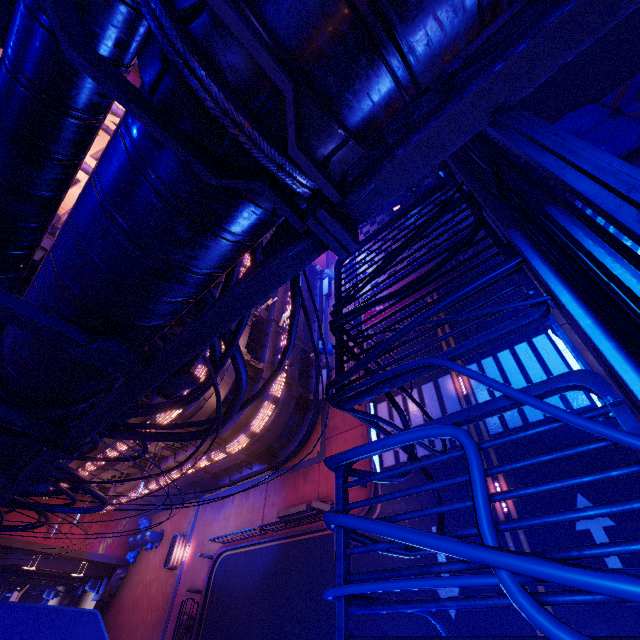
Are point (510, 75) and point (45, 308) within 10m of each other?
yes

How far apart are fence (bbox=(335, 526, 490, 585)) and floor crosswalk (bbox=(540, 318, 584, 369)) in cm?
1322

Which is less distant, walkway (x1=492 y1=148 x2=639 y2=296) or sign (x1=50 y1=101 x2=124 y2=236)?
walkway (x1=492 y1=148 x2=639 y2=296)

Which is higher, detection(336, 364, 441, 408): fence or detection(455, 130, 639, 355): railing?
detection(455, 130, 639, 355): railing

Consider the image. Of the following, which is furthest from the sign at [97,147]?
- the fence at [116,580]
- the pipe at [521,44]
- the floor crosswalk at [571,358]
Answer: the fence at [116,580]

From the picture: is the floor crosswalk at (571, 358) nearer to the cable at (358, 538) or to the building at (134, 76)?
the cable at (358, 538)

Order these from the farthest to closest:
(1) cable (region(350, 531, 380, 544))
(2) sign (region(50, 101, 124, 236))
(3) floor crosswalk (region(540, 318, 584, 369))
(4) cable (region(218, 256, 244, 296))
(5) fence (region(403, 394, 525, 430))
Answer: (2) sign (region(50, 101, 124, 236)), (3) floor crosswalk (region(540, 318, 584, 369)), (4) cable (region(218, 256, 244, 296)), (1) cable (region(350, 531, 380, 544)), (5) fence (region(403, 394, 525, 430))

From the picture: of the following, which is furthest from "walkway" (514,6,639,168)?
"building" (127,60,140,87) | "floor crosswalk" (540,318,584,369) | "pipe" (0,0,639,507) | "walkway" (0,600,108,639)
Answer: "building" (127,60,140,87)
